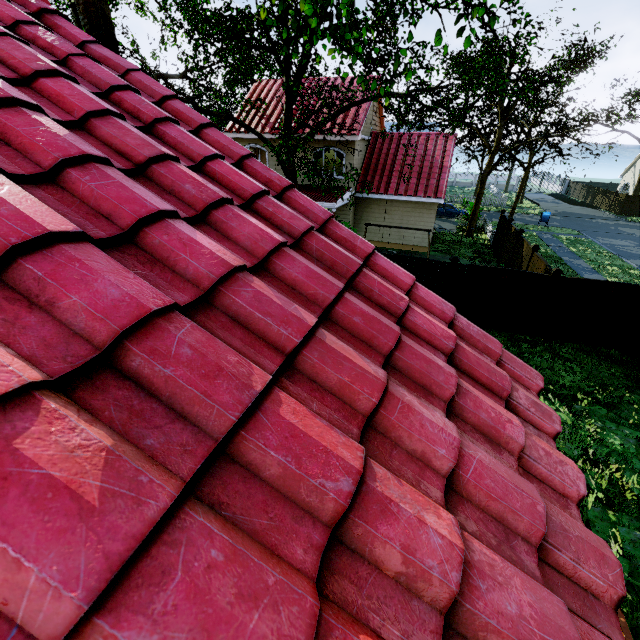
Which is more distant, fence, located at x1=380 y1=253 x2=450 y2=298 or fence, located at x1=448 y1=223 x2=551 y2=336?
fence, located at x1=380 y1=253 x2=450 y2=298

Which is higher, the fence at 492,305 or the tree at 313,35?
the tree at 313,35

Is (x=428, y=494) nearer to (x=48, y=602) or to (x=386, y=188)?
(x=48, y=602)

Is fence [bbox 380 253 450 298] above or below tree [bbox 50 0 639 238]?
below

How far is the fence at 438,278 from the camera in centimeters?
1106cm

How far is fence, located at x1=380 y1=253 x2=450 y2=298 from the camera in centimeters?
1106cm

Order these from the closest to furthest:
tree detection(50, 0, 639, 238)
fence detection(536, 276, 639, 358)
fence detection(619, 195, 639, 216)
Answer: tree detection(50, 0, 639, 238) → fence detection(536, 276, 639, 358) → fence detection(619, 195, 639, 216)
